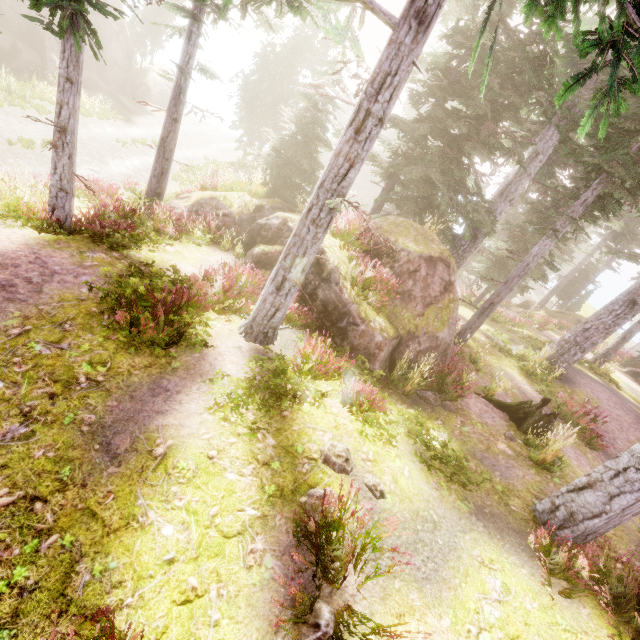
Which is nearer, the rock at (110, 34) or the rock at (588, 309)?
the rock at (110, 34)

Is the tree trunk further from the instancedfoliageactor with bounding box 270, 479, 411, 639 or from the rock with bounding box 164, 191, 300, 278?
the instancedfoliageactor with bounding box 270, 479, 411, 639

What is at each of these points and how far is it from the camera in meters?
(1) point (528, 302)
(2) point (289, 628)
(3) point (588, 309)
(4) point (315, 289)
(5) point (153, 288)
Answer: (1) rock, 31.5 m
(2) instancedfoliageactor, 3.2 m
(3) rock, 35.0 m
(4) rock, 9.4 m
(5) instancedfoliageactor, 7.2 m

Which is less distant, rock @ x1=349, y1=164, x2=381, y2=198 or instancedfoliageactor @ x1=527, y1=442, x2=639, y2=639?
instancedfoliageactor @ x1=527, y1=442, x2=639, y2=639

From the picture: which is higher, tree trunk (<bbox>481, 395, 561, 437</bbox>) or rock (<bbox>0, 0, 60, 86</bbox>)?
tree trunk (<bbox>481, 395, 561, 437</bbox>)

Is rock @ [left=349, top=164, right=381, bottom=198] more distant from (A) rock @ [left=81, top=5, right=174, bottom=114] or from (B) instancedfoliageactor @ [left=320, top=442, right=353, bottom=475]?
(A) rock @ [left=81, top=5, right=174, bottom=114]

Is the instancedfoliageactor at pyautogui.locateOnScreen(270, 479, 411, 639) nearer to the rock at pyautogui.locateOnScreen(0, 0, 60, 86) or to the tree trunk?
the rock at pyautogui.locateOnScreen(0, 0, 60, 86)

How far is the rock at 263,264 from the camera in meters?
10.4 m
